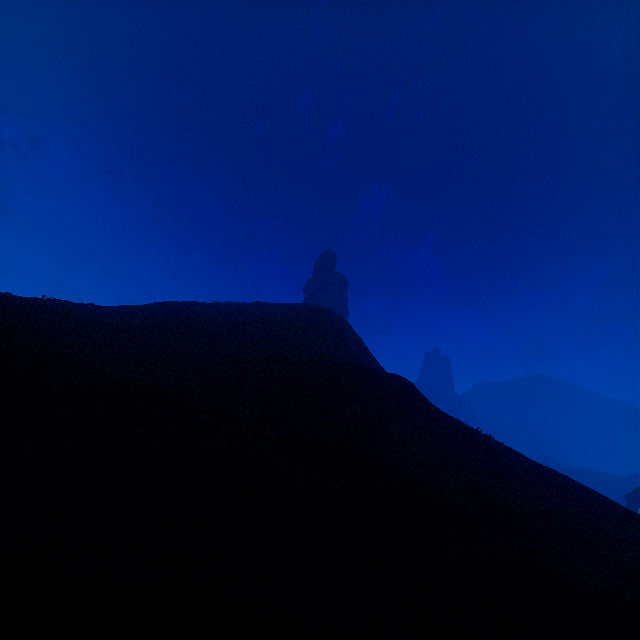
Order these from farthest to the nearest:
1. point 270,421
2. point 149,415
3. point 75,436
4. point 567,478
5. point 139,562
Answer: point 567,478 → point 270,421 → point 149,415 → point 75,436 → point 139,562
